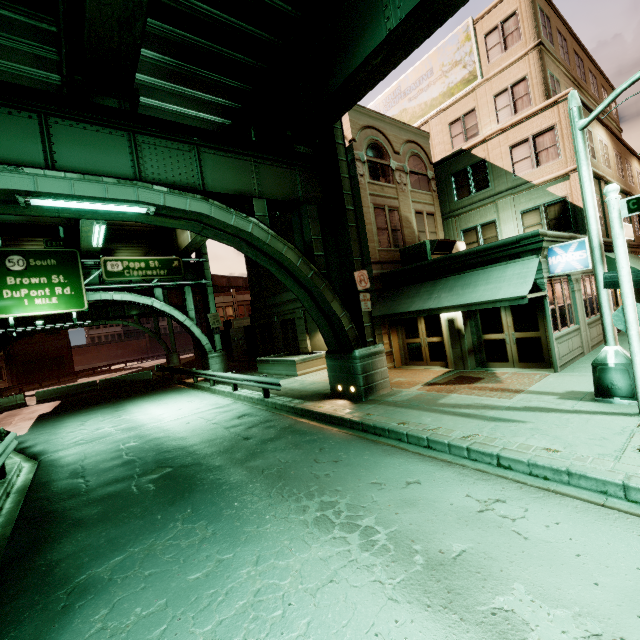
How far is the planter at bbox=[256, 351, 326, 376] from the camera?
18.27m

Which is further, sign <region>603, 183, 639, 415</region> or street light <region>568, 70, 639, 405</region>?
street light <region>568, 70, 639, 405</region>

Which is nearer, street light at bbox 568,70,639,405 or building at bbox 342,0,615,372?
street light at bbox 568,70,639,405

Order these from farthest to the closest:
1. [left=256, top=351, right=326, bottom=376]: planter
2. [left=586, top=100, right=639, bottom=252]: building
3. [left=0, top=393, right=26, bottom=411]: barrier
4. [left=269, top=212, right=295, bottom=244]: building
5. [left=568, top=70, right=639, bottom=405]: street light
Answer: [left=0, top=393, right=26, bottom=411]: barrier
[left=269, top=212, right=295, bottom=244]: building
[left=256, top=351, right=326, bottom=376]: planter
[left=586, top=100, right=639, bottom=252]: building
[left=568, top=70, right=639, bottom=405]: street light

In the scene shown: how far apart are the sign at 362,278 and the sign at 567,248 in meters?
6.0

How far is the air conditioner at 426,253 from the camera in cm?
1497

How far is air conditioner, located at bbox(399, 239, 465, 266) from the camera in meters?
15.0

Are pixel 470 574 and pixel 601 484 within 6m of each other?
yes
